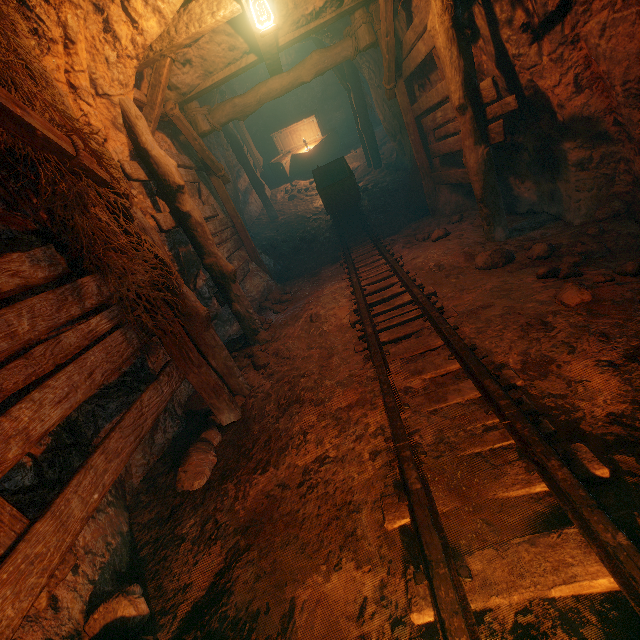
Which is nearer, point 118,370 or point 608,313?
point 608,313

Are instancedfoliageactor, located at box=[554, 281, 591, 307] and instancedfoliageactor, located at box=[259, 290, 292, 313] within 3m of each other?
no

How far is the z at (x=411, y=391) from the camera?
2.6 meters

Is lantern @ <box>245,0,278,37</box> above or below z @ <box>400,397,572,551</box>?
above

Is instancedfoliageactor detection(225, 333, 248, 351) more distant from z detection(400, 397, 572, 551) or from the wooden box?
the wooden box

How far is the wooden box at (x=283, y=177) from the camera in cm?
1309

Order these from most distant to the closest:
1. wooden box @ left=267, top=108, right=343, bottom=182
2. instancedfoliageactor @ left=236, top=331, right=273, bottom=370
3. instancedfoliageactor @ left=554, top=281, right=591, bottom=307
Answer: wooden box @ left=267, top=108, right=343, bottom=182, instancedfoliageactor @ left=236, top=331, right=273, bottom=370, instancedfoliageactor @ left=554, top=281, right=591, bottom=307

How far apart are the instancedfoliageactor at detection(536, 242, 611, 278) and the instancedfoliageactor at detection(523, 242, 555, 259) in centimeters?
38cm
